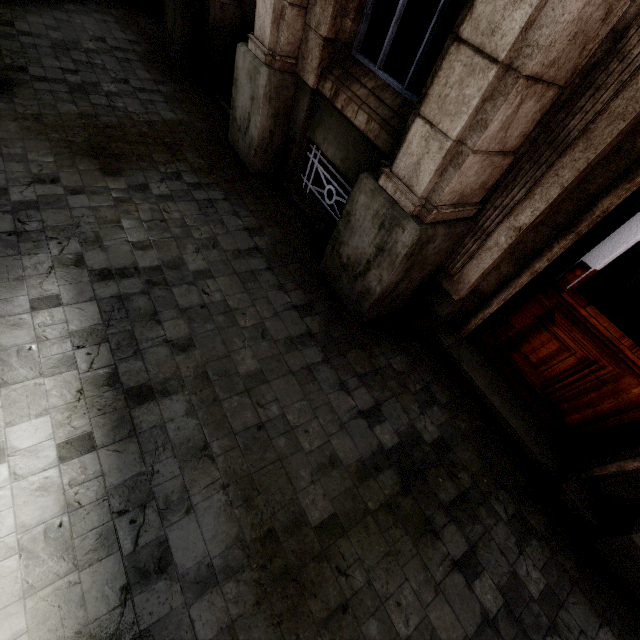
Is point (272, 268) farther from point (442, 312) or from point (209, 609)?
point (209, 609)
